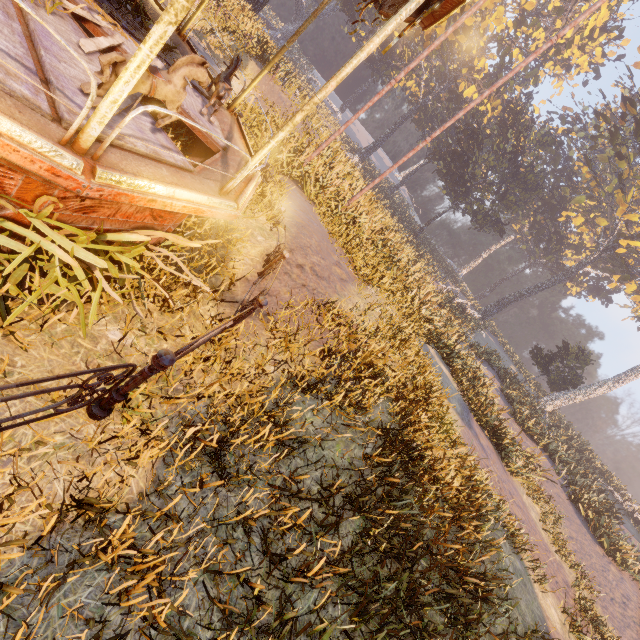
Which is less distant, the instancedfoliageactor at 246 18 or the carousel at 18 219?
the carousel at 18 219

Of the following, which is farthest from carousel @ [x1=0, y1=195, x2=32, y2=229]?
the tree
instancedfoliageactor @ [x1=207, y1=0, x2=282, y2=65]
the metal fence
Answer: the tree

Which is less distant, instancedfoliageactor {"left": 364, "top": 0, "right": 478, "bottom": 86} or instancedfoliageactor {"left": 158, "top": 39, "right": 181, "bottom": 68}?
instancedfoliageactor {"left": 158, "top": 39, "right": 181, "bottom": 68}

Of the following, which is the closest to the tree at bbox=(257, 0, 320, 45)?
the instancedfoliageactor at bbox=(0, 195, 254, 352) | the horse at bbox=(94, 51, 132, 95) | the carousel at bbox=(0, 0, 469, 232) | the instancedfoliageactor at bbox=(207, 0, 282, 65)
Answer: the instancedfoliageactor at bbox=(207, 0, 282, 65)

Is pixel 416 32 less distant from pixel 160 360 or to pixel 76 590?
pixel 160 360

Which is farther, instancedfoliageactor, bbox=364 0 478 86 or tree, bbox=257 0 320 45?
tree, bbox=257 0 320 45

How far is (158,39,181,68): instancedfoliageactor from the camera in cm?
543

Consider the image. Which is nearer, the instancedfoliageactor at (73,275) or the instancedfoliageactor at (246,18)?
the instancedfoliageactor at (73,275)
